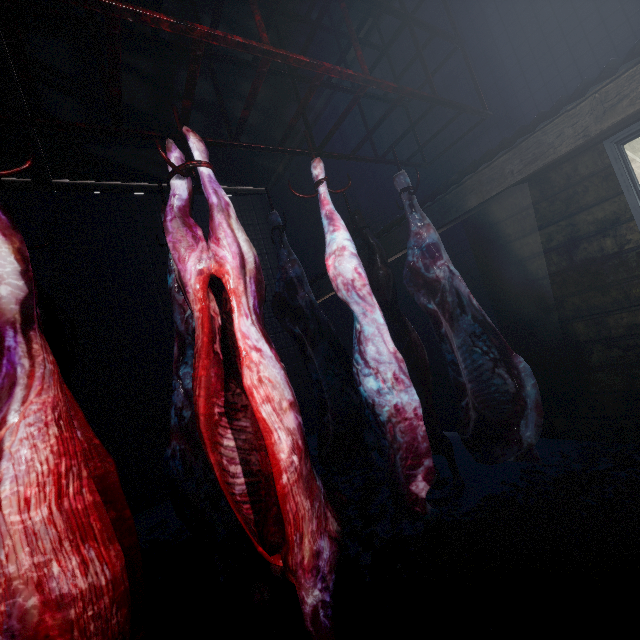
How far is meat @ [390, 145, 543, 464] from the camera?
1.8 meters

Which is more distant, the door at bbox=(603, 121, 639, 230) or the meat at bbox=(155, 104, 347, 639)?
the door at bbox=(603, 121, 639, 230)

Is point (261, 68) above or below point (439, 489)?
above

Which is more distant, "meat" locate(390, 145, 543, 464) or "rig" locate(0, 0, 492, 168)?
"meat" locate(390, 145, 543, 464)

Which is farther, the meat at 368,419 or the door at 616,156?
the door at 616,156

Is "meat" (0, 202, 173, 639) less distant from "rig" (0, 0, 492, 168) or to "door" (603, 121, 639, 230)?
"rig" (0, 0, 492, 168)

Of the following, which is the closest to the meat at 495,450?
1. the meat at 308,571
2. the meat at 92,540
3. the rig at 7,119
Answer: the rig at 7,119

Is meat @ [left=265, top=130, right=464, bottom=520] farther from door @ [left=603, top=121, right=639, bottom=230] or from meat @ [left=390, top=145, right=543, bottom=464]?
door @ [left=603, top=121, right=639, bottom=230]
